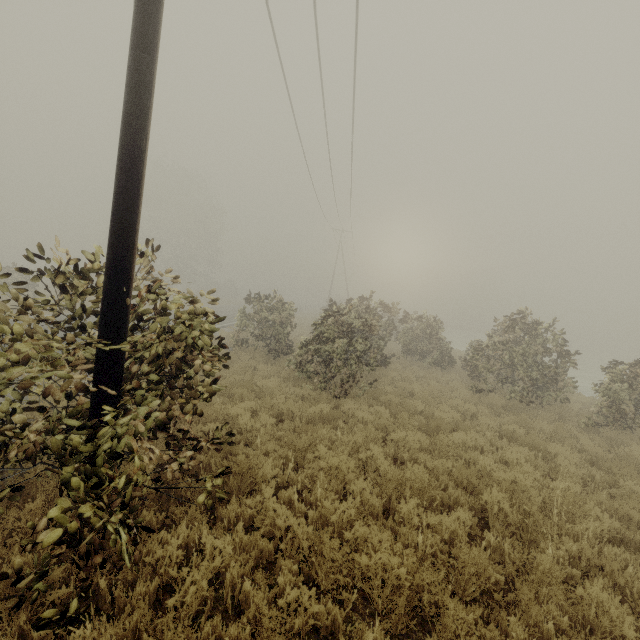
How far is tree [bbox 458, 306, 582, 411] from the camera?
11.48m

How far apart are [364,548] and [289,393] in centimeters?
662cm

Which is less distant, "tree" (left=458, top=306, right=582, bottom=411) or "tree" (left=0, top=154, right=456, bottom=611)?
"tree" (left=0, top=154, right=456, bottom=611)

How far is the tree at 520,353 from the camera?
11.48m

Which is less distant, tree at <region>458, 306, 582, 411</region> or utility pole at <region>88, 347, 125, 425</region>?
utility pole at <region>88, 347, 125, 425</region>

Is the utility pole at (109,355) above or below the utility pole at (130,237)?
below

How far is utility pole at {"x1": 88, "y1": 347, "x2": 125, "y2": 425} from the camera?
3.4 meters
